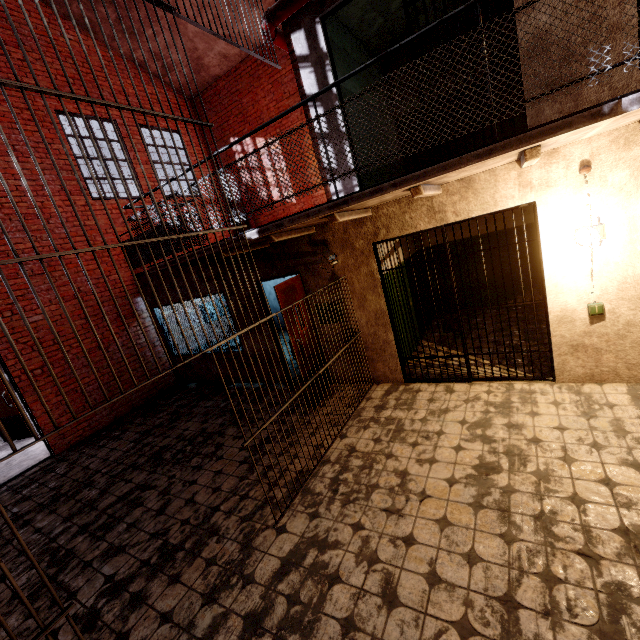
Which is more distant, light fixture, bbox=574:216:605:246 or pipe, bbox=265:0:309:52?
pipe, bbox=265:0:309:52

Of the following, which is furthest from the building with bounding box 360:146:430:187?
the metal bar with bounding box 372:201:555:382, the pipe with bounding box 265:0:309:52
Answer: the metal bar with bounding box 372:201:555:382

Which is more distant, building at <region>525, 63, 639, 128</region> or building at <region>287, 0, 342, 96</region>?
building at <region>287, 0, 342, 96</region>

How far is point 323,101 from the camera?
4.5 meters

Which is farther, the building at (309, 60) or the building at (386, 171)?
the building at (386, 171)

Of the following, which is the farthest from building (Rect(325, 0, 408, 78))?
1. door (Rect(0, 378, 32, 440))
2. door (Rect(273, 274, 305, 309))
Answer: door (Rect(0, 378, 32, 440))

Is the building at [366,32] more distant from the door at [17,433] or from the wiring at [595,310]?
the door at [17,433]

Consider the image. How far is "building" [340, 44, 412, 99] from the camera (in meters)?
Result: 5.20
